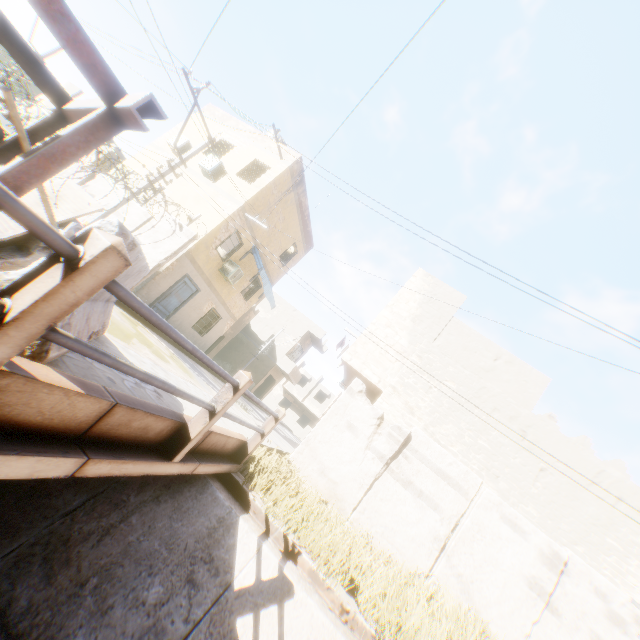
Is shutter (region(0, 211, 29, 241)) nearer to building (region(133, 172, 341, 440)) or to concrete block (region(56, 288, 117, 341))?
concrete block (region(56, 288, 117, 341))

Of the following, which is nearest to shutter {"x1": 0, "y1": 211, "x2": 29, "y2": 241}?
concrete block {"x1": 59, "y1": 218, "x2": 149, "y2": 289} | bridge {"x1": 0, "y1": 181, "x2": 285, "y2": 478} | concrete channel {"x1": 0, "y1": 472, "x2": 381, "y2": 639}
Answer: Result: concrete block {"x1": 59, "y1": 218, "x2": 149, "y2": 289}

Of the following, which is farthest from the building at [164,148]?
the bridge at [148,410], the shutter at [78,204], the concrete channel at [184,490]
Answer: the shutter at [78,204]

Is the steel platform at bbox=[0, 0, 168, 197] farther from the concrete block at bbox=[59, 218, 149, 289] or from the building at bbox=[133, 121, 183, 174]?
the building at bbox=[133, 121, 183, 174]

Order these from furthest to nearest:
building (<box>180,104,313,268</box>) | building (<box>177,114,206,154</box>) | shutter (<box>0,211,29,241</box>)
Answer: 1. building (<box>177,114,206,154</box>)
2. building (<box>180,104,313,268</box>)
3. shutter (<box>0,211,29,241</box>)

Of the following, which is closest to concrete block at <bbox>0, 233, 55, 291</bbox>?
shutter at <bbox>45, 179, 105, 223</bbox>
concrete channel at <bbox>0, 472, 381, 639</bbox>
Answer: shutter at <bbox>45, 179, 105, 223</bbox>

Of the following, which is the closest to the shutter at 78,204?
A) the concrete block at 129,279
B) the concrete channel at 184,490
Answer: the concrete block at 129,279

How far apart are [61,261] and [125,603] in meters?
4.4
